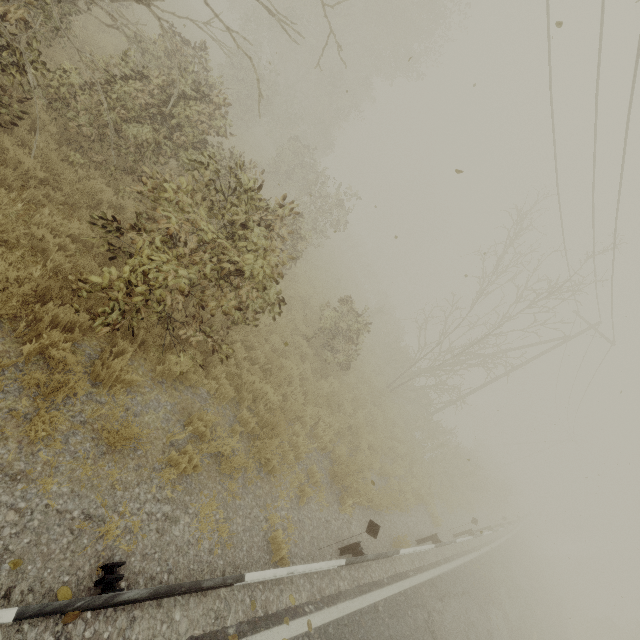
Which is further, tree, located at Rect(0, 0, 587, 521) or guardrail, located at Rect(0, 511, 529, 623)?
tree, located at Rect(0, 0, 587, 521)

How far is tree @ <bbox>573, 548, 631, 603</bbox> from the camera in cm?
5381

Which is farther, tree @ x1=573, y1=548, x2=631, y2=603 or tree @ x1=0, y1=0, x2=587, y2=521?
tree @ x1=573, y1=548, x2=631, y2=603

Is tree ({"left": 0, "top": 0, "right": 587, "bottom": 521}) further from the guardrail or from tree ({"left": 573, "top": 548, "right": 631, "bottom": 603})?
tree ({"left": 573, "top": 548, "right": 631, "bottom": 603})

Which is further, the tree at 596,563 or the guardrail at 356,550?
the tree at 596,563

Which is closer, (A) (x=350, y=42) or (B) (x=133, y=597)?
(B) (x=133, y=597)

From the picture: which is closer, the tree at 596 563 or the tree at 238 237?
the tree at 238 237
